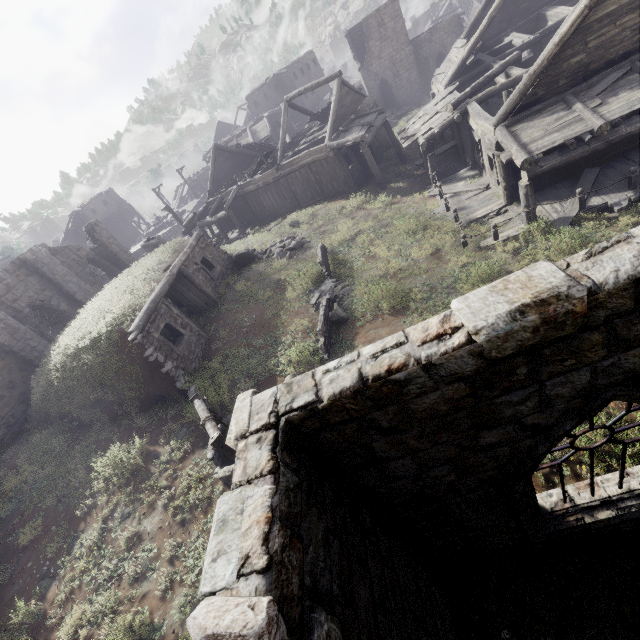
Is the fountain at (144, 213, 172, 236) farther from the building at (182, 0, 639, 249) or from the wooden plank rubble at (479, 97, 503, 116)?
the wooden plank rubble at (479, 97, 503, 116)

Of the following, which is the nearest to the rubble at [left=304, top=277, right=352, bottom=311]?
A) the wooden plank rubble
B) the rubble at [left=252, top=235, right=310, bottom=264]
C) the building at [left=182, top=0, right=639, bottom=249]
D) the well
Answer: the rubble at [left=252, top=235, right=310, bottom=264]

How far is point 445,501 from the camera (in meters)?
3.84

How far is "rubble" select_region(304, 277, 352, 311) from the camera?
13.3m

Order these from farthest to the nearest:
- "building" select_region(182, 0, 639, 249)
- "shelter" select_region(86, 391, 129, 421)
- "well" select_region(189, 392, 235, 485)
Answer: "shelter" select_region(86, 391, 129, 421), "building" select_region(182, 0, 639, 249), "well" select_region(189, 392, 235, 485)

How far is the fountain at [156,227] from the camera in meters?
44.9

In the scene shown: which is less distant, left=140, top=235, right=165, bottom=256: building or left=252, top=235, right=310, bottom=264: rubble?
left=252, top=235, right=310, bottom=264: rubble

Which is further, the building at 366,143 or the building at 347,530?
the building at 366,143
